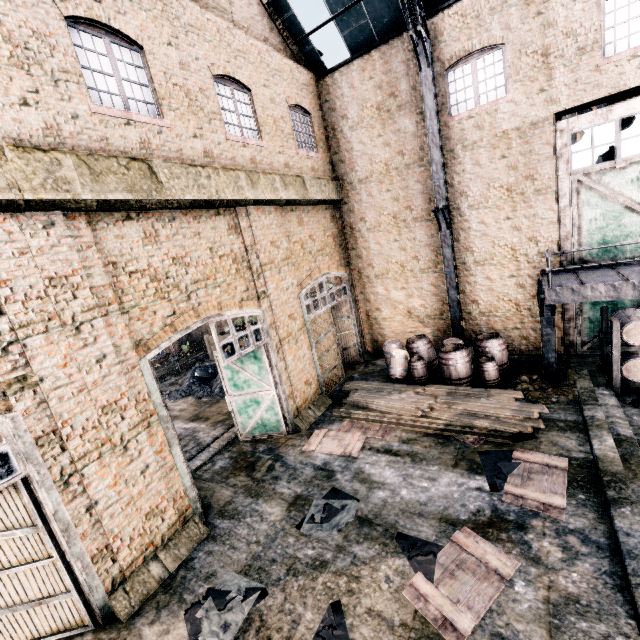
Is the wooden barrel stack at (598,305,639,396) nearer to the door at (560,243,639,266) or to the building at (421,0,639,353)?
the door at (560,243,639,266)

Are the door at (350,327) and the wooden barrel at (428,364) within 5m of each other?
yes

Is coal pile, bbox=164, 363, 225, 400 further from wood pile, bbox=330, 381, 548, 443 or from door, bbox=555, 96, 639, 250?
door, bbox=555, 96, 639, 250

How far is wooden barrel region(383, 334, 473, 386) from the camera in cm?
1195

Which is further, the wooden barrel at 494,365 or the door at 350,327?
the door at 350,327

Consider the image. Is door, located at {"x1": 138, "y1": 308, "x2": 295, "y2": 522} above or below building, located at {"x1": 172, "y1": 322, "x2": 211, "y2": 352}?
above

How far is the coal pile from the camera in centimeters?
1766cm

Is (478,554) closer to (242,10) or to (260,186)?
(260,186)
